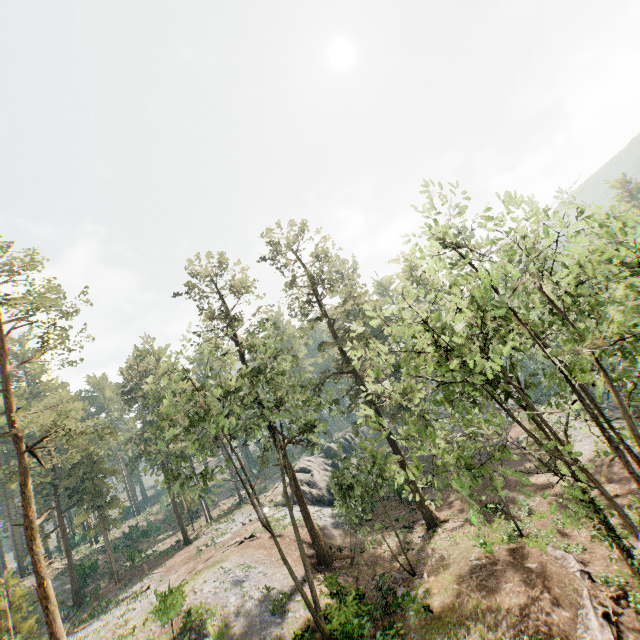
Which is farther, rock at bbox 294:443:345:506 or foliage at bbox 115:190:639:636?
rock at bbox 294:443:345:506

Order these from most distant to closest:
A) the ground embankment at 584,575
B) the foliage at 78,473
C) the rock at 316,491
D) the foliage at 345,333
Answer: the rock at 316,491 → the foliage at 78,473 → the ground embankment at 584,575 → the foliage at 345,333

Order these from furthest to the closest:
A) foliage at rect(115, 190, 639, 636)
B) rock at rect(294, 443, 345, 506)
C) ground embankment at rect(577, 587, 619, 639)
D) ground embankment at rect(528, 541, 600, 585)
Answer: rock at rect(294, 443, 345, 506) → ground embankment at rect(528, 541, 600, 585) → ground embankment at rect(577, 587, 619, 639) → foliage at rect(115, 190, 639, 636)

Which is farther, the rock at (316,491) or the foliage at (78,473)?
the rock at (316,491)

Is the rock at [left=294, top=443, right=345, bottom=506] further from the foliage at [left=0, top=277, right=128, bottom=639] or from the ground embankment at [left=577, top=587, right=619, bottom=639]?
the ground embankment at [left=577, top=587, right=619, bottom=639]

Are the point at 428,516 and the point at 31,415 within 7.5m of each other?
no

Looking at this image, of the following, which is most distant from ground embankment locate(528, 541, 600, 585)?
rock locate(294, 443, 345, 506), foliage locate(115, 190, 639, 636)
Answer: rock locate(294, 443, 345, 506)
